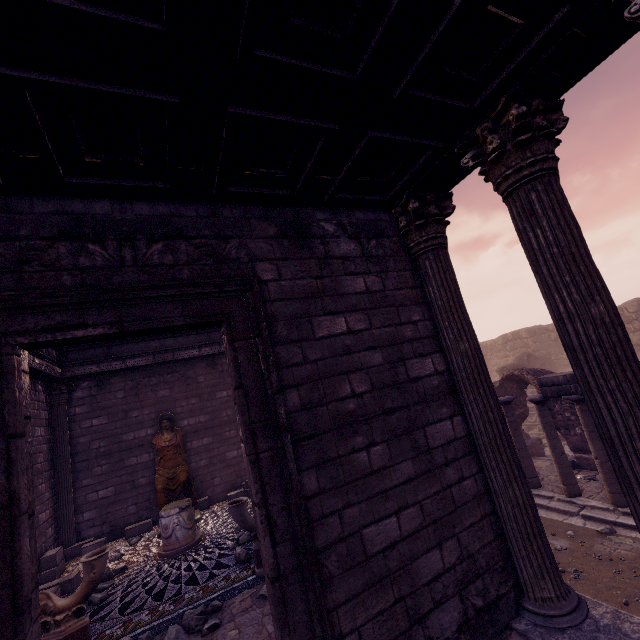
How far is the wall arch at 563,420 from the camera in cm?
952

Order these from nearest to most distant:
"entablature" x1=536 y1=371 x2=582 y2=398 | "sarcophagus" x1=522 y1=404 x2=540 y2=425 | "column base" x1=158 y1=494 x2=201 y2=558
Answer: "column base" x1=158 y1=494 x2=201 y2=558
"entablature" x1=536 y1=371 x2=582 y2=398
"sarcophagus" x1=522 y1=404 x2=540 y2=425

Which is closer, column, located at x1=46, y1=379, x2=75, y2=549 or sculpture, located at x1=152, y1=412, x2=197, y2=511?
column, located at x1=46, y1=379, x2=75, y2=549

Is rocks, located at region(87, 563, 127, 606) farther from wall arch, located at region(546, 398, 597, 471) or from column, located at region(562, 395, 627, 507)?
wall arch, located at region(546, 398, 597, 471)

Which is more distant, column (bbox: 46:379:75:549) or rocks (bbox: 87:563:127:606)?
column (bbox: 46:379:75:549)

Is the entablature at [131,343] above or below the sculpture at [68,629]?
above

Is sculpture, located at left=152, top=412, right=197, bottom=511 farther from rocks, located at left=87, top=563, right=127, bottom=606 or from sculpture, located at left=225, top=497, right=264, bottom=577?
sculpture, located at left=225, top=497, right=264, bottom=577

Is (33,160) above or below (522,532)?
above
